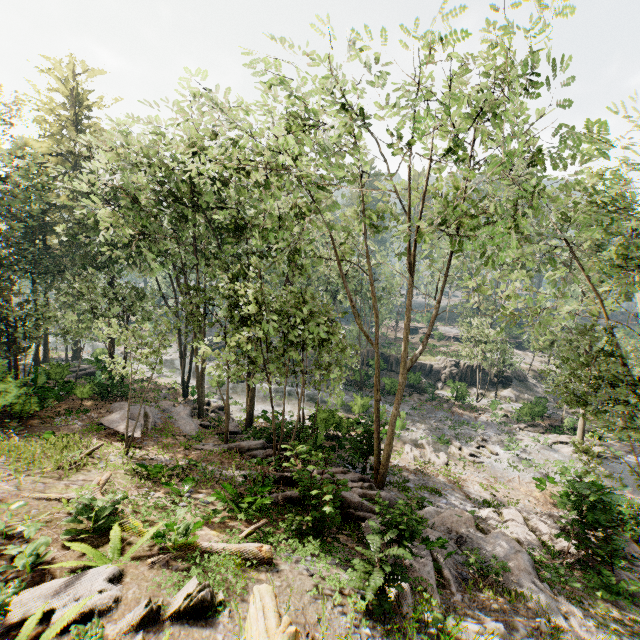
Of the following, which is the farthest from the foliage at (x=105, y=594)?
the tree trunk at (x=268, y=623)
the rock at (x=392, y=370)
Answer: the tree trunk at (x=268, y=623)

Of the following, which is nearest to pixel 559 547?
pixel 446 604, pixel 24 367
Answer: pixel 446 604

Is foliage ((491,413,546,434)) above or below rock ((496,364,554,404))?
below

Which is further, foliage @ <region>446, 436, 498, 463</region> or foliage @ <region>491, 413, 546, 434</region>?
foliage @ <region>491, 413, 546, 434</region>

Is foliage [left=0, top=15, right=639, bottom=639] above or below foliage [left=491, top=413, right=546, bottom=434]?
above

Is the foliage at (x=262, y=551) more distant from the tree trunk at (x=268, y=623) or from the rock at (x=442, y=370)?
the tree trunk at (x=268, y=623)

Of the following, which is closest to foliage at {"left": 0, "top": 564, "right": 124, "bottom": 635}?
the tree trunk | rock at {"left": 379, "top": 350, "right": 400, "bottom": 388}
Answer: rock at {"left": 379, "top": 350, "right": 400, "bottom": 388}

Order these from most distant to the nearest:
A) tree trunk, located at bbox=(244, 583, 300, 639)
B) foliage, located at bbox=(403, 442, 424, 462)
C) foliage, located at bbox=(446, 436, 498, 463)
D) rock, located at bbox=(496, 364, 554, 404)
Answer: rock, located at bbox=(496, 364, 554, 404) < foliage, located at bbox=(446, 436, 498, 463) < foliage, located at bbox=(403, 442, 424, 462) < tree trunk, located at bbox=(244, 583, 300, 639)
